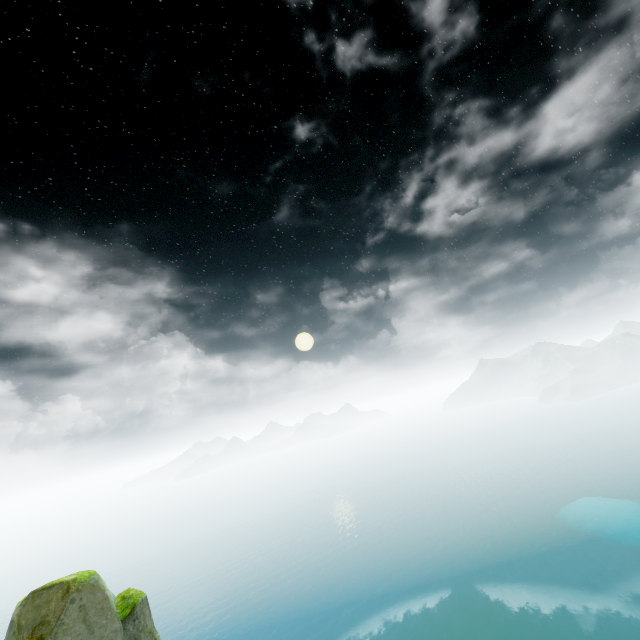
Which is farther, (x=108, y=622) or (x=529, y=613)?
(x=529, y=613)
